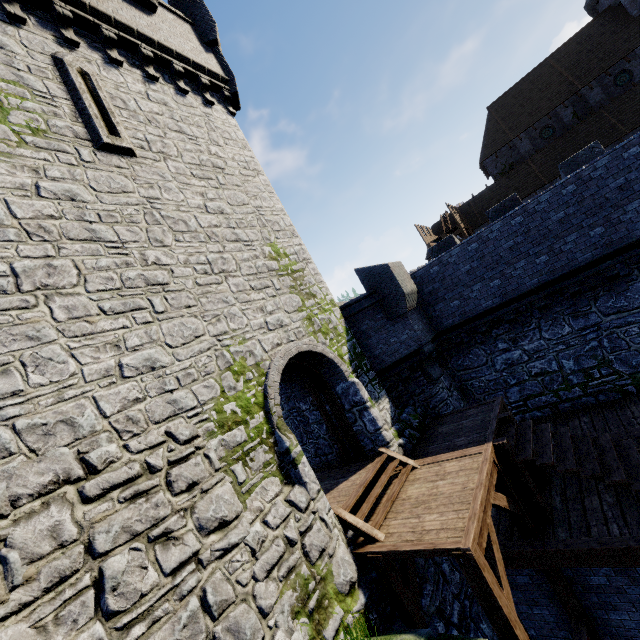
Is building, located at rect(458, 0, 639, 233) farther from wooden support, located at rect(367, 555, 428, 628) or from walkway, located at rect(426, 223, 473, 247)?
wooden support, located at rect(367, 555, 428, 628)

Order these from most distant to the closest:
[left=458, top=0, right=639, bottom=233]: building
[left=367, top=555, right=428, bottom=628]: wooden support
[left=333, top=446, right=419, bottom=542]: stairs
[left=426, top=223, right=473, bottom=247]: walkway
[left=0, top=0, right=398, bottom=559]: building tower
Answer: [left=426, top=223, right=473, bottom=247]: walkway, [left=458, top=0, right=639, bottom=233]: building, [left=333, top=446, right=419, bottom=542]: stairs, [left=367, top=555, right=428, bottom=628]: wooden support, [left=0, top=0, right=398, bottom=559]: building tower

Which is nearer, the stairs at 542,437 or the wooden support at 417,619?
the wooden support at 417,619

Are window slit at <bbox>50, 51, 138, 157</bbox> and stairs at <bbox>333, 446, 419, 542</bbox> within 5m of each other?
no

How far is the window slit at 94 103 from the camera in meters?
6.9 m

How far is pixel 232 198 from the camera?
9.4m

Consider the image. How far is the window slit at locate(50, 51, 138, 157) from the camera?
6.91m

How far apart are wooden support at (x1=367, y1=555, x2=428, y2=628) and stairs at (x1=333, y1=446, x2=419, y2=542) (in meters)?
0.24
